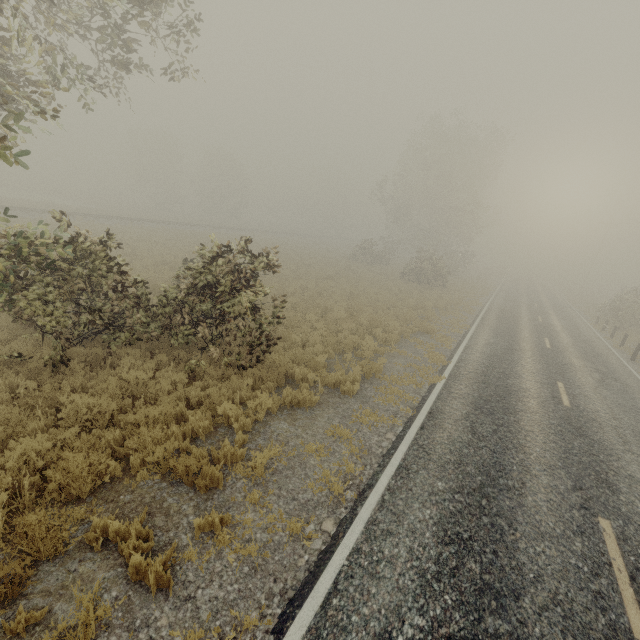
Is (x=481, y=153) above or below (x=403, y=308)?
above

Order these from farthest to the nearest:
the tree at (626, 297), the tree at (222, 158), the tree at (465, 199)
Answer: the tree at (222, 158) → the tree at (465, 199) → the tree at (626, 297)

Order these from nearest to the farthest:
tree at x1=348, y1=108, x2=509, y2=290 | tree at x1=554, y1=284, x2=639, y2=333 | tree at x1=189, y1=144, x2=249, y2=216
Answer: tree at x1=554, y1=284, x2=639, y2=333
tree at x1=348, y1=108, x2=509, y2=290
tree at x1=189, y1=144, x2=249, y2=216

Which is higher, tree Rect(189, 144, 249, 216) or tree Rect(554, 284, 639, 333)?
tree Rect(189, 144, 249, 216)

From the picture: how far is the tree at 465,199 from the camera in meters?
34.4 m

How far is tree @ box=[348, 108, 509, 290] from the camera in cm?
3441

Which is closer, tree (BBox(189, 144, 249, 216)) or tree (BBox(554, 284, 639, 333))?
tree (BBox(554, 284, 639, 333))
